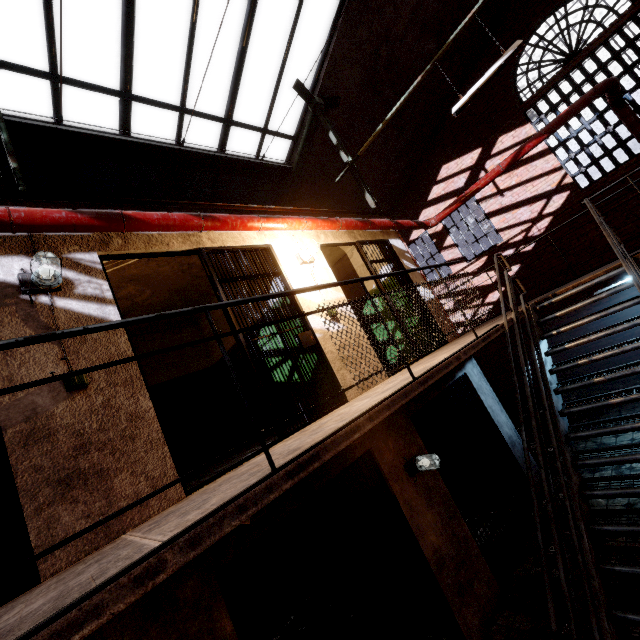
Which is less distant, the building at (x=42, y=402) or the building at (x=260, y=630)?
the building at (x=42, y=402)

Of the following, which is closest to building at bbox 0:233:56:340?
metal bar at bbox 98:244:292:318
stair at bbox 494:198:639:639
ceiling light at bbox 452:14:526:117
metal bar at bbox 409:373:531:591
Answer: metal bar at bbox 98:244:292:318

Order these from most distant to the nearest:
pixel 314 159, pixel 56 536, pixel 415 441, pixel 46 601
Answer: pixel 314 159 < pixel 415 441 < pixel 56 536 < pixel 46 601

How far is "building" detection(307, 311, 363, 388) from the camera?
4.2 meters

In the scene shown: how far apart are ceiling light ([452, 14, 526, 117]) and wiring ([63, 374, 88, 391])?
6.4m

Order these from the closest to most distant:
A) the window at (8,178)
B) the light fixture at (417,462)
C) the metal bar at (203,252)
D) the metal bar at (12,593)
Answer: the metal bar at (12,593) < the metal bar at (203,252) < the light fixture at (417,462) < the window at (8,178)

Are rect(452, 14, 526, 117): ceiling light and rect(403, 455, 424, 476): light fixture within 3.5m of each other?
no

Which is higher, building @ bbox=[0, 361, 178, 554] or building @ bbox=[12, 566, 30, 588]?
building @ bbox=[0, 361, 178, 554]
